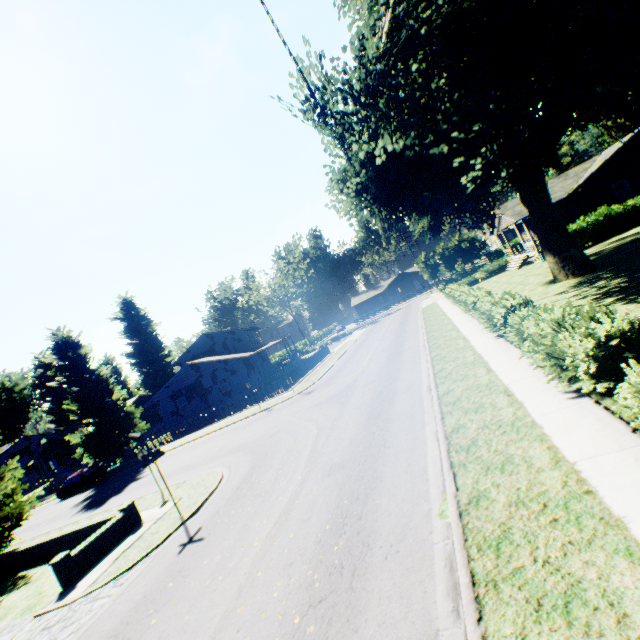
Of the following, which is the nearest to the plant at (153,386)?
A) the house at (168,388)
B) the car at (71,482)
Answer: the house at (168,388)

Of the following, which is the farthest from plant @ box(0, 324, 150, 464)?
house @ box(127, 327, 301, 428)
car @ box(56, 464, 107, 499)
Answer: car @ box(56, 464, 107, 499)

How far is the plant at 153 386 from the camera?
57.6 meters

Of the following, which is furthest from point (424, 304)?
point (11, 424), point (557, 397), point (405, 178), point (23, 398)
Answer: point (11, 424)

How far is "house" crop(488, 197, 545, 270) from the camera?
29.7 meters

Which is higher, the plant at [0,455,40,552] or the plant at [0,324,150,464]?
the plant at [0,324,150,464]

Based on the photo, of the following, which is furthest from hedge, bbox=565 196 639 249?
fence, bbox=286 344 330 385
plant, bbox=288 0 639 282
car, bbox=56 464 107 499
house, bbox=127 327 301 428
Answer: house, bbox=127 327 301 428

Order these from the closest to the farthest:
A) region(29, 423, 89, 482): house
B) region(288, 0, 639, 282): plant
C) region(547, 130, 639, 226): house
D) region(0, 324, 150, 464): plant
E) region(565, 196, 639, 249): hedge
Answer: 1. region(288, 0, 639, 282): plant
2. region(565, 196, 639, 249): hedge
3. region(547, 130, 639, 226): house
4. region(0, 324, 150, 464): plant
5. region(29, 423, 89, 482): house
